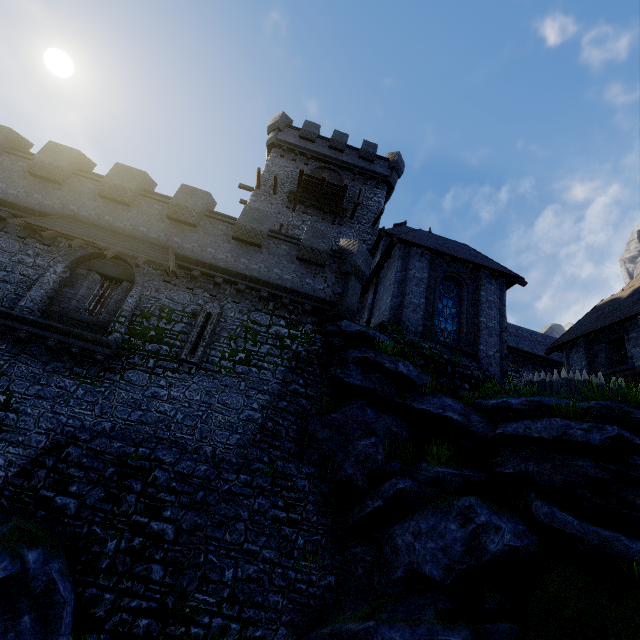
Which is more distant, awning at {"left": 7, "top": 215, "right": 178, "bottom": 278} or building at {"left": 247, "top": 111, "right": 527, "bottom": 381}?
building at {"left": 247, "top": 111, "right": 527, "bottom": 381}

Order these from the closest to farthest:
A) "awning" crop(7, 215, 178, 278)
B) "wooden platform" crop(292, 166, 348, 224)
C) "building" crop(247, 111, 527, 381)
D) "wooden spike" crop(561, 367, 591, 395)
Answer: "awning" crop(7, 215, 178, 278), "wooden spike" crop(561, 367, 591, 395), "building" crop(247, 111, 527, 381), "wooden platform" crop(292, 166, 348, 224)

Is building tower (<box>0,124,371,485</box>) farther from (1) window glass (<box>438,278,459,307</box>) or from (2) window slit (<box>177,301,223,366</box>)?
(1) window glass (<box>438,278,459,307</box>)

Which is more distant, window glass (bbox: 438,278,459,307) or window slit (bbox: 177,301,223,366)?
window glass (bbox: 438,278,459,307)

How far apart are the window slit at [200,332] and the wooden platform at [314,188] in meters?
12.3

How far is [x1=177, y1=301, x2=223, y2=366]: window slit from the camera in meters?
12.3 m

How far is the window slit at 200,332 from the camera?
12.3m

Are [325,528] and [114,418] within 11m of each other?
yes
